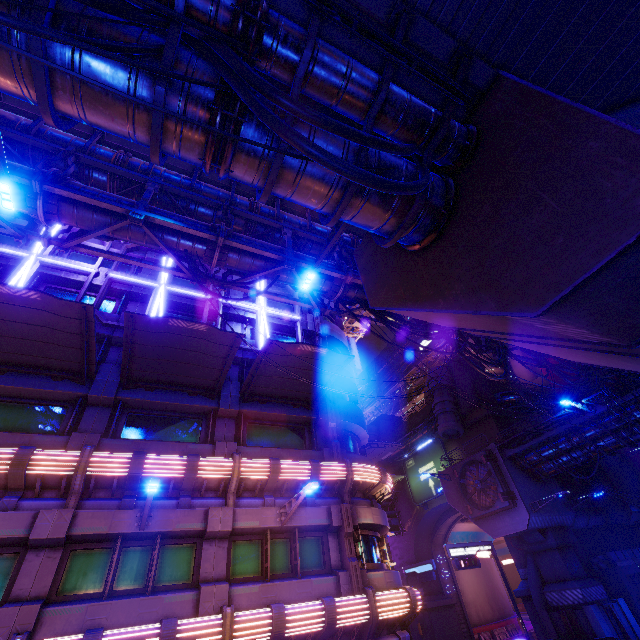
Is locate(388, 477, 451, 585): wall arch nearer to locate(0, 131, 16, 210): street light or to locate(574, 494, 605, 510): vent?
locate(574, 494, 605, 510): vent

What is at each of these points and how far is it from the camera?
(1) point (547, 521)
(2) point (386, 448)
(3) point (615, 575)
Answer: (1) walkway, 24.6m
(2) awning, 23.3m
(3) pillar, 24.1m

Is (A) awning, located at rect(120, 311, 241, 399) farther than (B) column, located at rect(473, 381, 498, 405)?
No

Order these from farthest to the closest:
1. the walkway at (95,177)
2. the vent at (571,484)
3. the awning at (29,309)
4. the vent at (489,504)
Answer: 1. the vent at (571,484)
2. the vent at (489,504)
3. the walkway at (95,177)
4. the awning at (29,309)

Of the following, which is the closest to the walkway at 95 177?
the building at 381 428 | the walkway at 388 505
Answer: the building at 381 428

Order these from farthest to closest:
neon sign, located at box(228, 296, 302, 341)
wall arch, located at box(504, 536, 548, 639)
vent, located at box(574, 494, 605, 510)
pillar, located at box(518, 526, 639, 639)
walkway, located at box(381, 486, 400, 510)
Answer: walkway, located at box(381, 486, 400, 510) → vent, located at box(574, 494, 605, 510) → wall arch, located at box(504, 536, 548, 639) → pillar, located at box(518, 526, 639, 639) → neon sign, located at box(228, 296, 302, 341)

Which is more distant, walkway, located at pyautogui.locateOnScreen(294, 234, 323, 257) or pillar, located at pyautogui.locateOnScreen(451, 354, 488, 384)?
pillar, located at pyautogui.locateOnScreen(451, 354, 488, 384)

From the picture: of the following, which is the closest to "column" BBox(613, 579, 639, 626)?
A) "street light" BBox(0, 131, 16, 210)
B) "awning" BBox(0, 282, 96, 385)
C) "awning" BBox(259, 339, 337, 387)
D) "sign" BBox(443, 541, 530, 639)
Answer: "sign" BBox(443, 541, 530, 639)
